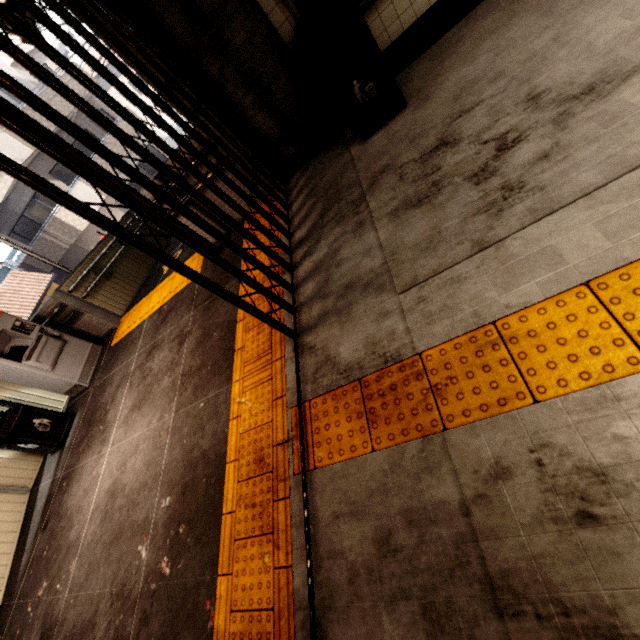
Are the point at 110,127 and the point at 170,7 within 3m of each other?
yes

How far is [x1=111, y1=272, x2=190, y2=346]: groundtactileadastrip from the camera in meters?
5.4

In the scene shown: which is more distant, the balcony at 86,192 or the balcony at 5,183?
the balcony at 86,192

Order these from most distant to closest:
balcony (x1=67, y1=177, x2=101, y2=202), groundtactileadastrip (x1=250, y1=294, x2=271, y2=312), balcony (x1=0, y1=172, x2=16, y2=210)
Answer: balcony (x1=67, y1=177, x2=101, y2=202)
balcony (x1=0, y1=172, x2=16, y2=210)
groundtactileadastrip (x1=250, y1=294, x2=271, y2=312)

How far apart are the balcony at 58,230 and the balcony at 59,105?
1.6 meters

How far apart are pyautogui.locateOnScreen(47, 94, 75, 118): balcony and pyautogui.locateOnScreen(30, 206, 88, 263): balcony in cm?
158

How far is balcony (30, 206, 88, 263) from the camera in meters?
15.5

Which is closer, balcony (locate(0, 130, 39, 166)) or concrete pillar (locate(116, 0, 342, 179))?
concrete pillar (locate(116, 0, 342, 179))
